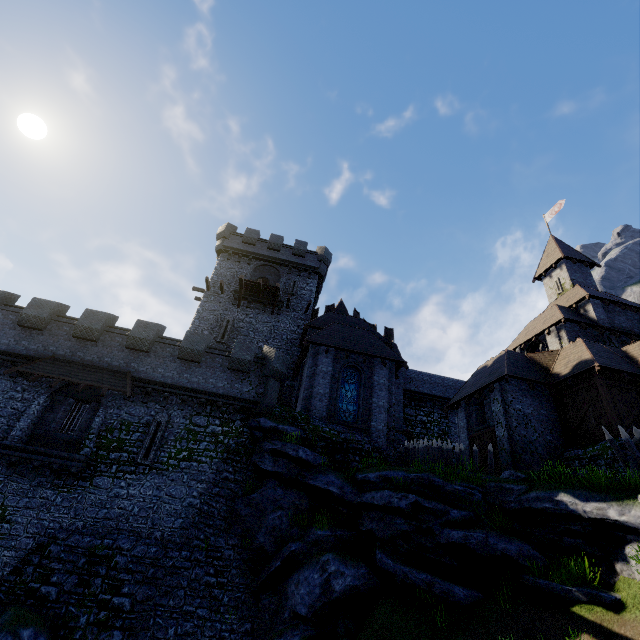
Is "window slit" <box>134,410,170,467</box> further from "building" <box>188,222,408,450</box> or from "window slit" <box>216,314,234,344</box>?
"window slit" <box>216,314,234,344</box>

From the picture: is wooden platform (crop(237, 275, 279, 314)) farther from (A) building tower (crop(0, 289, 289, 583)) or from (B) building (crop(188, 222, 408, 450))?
(A) building tower (crop(0, 289, 289, 583))

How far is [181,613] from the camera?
13.50m

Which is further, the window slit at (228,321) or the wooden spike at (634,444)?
the window slit at (228,321)

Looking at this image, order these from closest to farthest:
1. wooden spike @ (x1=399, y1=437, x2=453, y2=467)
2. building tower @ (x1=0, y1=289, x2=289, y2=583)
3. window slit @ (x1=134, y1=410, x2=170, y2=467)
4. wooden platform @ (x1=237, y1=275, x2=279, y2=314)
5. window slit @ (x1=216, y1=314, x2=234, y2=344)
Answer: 1. building tower @ (x1=0, y1=289, x2=289, y2=583)
2. window slit @ (x1=134, y1=410, x2=170, y2=467)
3. wooden spike @ (x1=399, y1=437, x2=453, y2=467)
4. window slit @ (x1=216, y1=314, x2=234, y2=344)
5. wooden platform @ (x1=237, y1=275, x2=279, y2=314)

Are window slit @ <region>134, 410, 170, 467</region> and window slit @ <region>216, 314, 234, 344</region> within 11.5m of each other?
yes

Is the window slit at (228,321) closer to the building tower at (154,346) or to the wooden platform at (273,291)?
the wooden platform at (273,291)

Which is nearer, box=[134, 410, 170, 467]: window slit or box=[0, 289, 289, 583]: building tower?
box=[0, 289, 289, 583]: building tower
